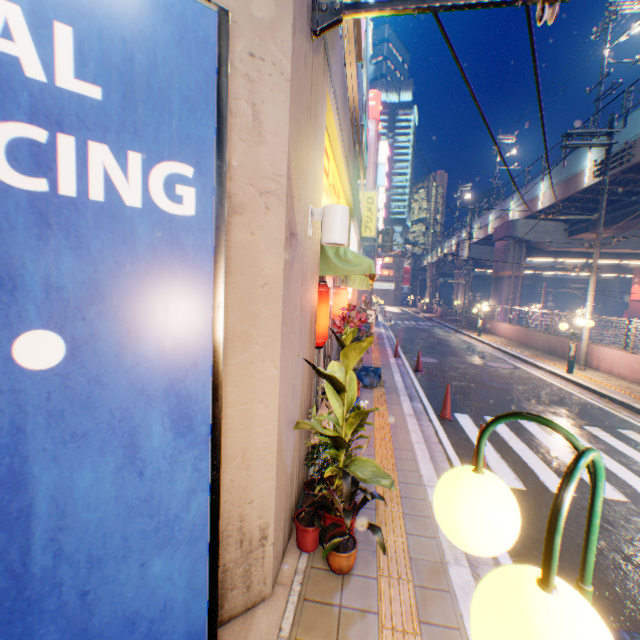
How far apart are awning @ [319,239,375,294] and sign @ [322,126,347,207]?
0.34m

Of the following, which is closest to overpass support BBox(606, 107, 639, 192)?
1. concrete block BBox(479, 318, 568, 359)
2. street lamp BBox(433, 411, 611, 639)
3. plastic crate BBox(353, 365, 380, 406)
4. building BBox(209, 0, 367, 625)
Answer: concrete block BBox(479, 318, 568, 359)

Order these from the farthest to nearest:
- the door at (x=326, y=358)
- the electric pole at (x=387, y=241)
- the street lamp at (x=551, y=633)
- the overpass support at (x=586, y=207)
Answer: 1. the overpass support at (x=586, y=207)
2. the electric pole at (x=387, y=241)
3. the door at (x=326, y=358)
4. the street lamp at (x=551, y=633)

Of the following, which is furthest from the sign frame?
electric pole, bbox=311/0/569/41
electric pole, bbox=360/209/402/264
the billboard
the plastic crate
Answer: → electric pole, bbox=360/209/402/264

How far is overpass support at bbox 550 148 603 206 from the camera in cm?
1767

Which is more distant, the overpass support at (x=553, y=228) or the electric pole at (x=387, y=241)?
the overpass support at (x=553, y=228)

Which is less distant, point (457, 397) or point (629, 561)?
point (629, 561)

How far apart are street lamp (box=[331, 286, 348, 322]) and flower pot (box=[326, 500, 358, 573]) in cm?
512
